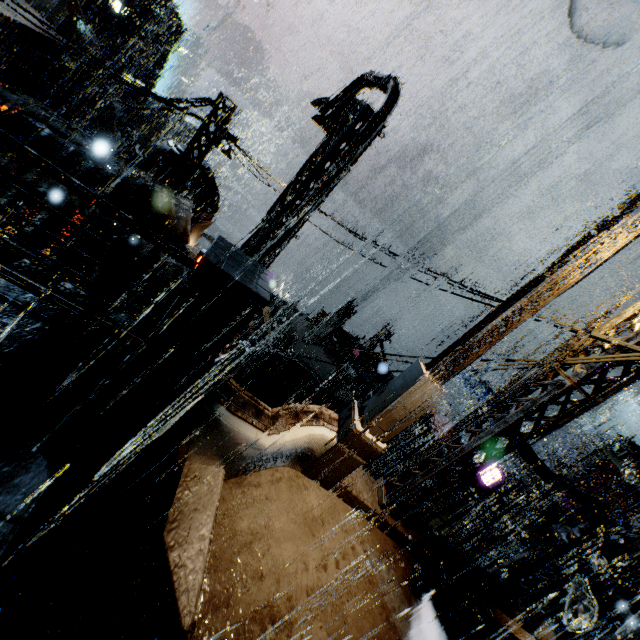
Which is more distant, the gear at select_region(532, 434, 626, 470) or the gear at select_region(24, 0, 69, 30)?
the gear at select_region(532, 434, 626, 470)

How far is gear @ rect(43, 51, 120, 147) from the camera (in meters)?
32.75

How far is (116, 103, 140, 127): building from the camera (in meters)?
47.16

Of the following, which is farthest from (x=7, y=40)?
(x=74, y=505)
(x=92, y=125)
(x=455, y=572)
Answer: (x=455, y=572)

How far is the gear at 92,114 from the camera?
32.8m

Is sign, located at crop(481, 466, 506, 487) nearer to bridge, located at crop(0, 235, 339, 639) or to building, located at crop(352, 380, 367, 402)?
building, located at crop(352, 380, 367, 402)

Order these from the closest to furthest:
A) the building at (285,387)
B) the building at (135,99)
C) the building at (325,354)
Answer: the building at (285,387) < the building at (325,354) < the building at (135,99)
